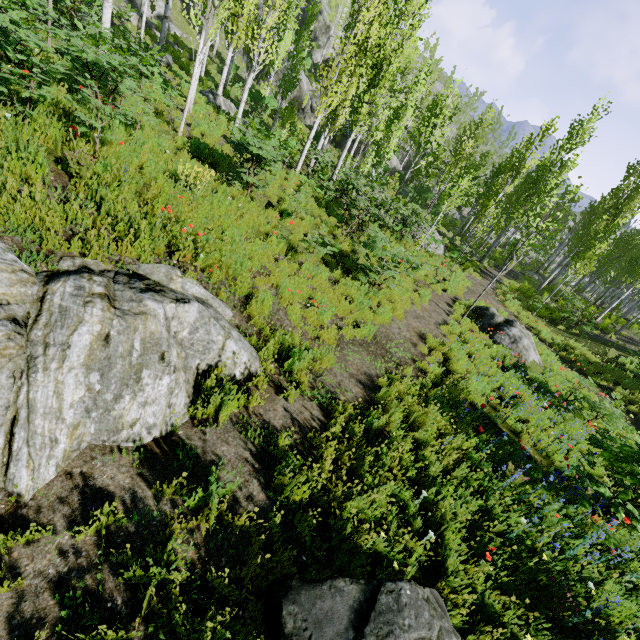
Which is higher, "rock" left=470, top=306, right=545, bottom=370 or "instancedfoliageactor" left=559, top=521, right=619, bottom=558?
"instancedfoliageactor" left=559, top=521, right=619, bottom=558

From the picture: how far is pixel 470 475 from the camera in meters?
5.0 m

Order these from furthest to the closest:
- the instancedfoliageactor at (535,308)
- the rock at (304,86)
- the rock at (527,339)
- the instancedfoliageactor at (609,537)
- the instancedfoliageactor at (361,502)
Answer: the rock at (304,86) → the rock at (527,339) → the instancedfoliageactor at (535,308) → the instancedfoliageactor at (609,537) → the instancedfoliageactor at (361,502)

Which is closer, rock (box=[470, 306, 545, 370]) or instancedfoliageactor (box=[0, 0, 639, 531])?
instancedfoliageactor (box=[0, 0, 639, 531])

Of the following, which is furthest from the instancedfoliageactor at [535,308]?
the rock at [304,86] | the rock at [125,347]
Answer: the rock at [125,347]

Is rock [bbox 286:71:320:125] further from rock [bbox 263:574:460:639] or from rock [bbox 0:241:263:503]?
rock [bbox 263:574:460:639]

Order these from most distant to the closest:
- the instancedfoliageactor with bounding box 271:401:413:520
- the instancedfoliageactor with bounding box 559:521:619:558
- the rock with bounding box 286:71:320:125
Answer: the rock with bounding box 286:71:320:125 → the instancedfoliageactor with bounding box 559:521:619:558 → the instancedfoliageactor with bounding box 271:401:413:520

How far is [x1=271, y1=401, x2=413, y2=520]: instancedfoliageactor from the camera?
3.84m
